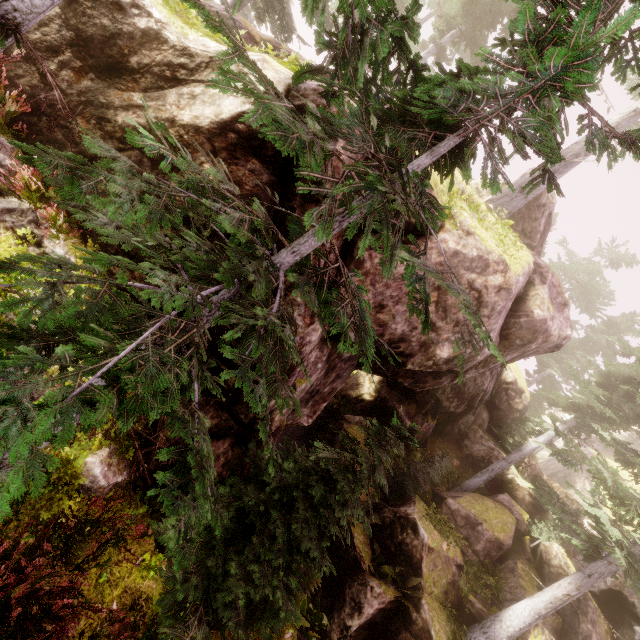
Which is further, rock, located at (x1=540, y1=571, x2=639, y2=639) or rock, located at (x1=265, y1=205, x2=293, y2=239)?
rock, located at (x1=540, y1=571, x2=639, y2=639)

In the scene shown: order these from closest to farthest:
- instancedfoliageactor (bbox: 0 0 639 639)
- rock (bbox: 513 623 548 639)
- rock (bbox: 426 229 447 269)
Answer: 1. instancedfoliageactor (bbox: 0 0 639 639)
2. rock (bbox: 426 229 447 269)
3. rock (bbox: 513 623 548 639)

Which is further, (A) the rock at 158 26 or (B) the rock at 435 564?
(B) the rock at 435 564

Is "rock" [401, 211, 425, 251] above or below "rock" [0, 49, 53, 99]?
above

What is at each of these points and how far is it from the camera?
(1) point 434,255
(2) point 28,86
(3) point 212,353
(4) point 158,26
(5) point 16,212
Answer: (1) rock, 7.4 meters
(2) rock, 5.6 meters
(3) rock, 5.8 meters
(4) rock, 5.5 meters
(5) rock, 5.5 meters

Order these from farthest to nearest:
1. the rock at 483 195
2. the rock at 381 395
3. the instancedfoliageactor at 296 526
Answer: the rock at 483 195 → the rock at 381 395 → the instancedfoliageactor at 296 526

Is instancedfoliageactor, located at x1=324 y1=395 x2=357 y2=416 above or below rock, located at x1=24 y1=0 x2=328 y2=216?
below
